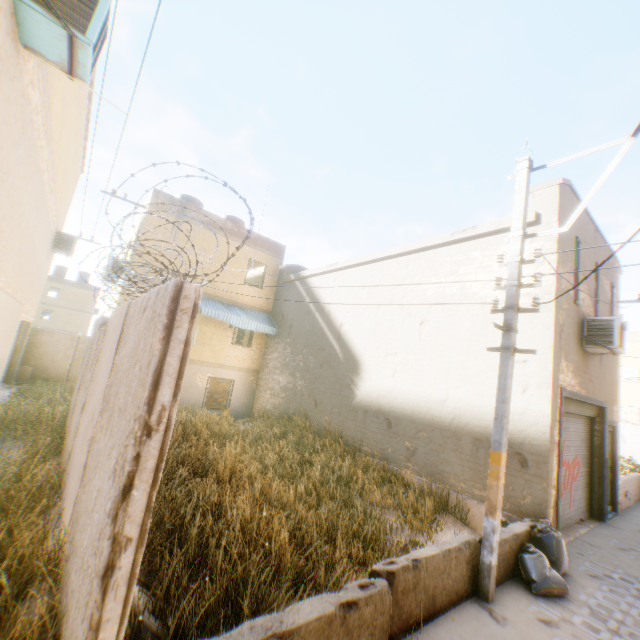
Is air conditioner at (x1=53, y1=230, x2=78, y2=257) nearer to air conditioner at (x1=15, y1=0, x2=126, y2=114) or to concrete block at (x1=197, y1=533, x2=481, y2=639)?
air conditioner at (x1=15, y1=0, x2=126, y2=114)

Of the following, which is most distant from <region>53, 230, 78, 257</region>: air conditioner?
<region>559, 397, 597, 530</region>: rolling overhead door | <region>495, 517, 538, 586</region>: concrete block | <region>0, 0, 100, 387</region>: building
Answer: <region>559, 397, 597, 530</region>: rolling overhead door

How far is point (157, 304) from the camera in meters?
2.5 m

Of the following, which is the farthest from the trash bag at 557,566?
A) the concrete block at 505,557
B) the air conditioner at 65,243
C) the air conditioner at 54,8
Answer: the air conditioner at 65,243

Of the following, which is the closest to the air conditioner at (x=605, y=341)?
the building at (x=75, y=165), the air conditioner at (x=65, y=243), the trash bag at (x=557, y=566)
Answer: the building at (x=75, y=165)

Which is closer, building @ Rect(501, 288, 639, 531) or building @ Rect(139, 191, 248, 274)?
building @ Rect(501, 288, 639, 531)

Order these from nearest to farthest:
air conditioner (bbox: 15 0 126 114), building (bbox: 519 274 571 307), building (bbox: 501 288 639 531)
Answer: air conditioner (bbox: 15 0 126 114), building (bbox: 501 288 639 531), building (bbox: 519 274 571 307)

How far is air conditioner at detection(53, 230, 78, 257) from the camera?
13.6 meters
